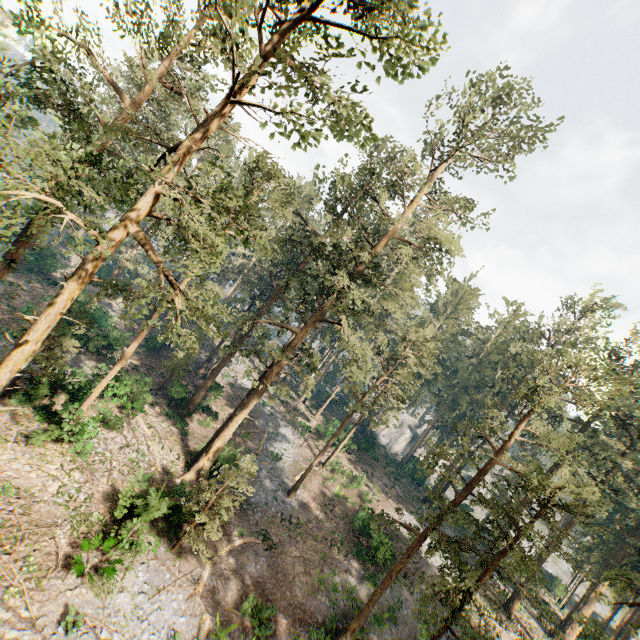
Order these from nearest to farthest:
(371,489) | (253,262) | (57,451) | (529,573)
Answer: (529,573)
(57,451)
(371,489)
(253,262)
